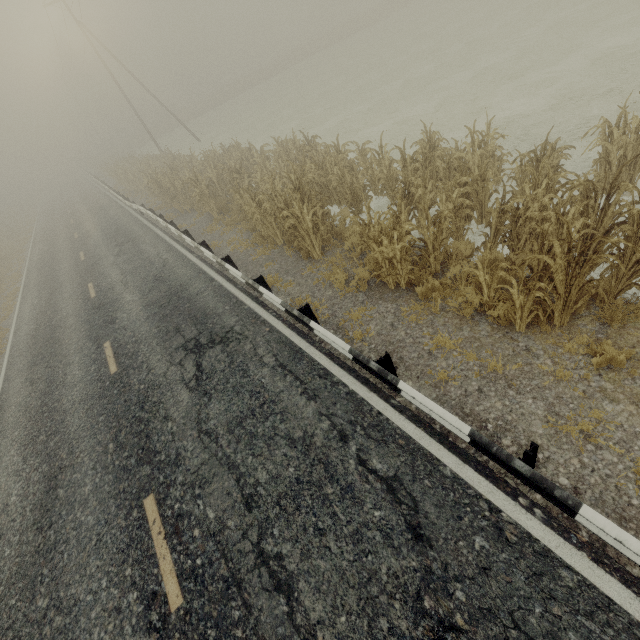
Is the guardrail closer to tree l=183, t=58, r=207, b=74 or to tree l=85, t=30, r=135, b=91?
tree l=85, t=30, r=135, b=91

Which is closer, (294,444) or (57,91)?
(294,444)

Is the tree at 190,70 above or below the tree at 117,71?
below

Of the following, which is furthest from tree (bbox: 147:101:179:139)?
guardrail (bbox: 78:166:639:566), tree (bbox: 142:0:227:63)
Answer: tree (bbox: 142:0:227:63)

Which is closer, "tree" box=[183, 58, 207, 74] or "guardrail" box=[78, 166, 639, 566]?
"guardrail" box=[78, 166, 639, 566]

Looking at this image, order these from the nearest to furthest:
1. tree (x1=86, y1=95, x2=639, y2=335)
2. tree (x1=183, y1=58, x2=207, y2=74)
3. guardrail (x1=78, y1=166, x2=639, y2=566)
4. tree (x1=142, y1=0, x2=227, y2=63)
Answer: guardrail (x1=78, y1=166, x2=639, y2=566)
tree (x1=86, y1=95, x2=639, y2=335)
tree (x1=142, y1=0, x2=227, y2=63)
tree (x1=183, y1=58, x2=207, y2=74)

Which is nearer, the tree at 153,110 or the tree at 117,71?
the tree at 153,110
